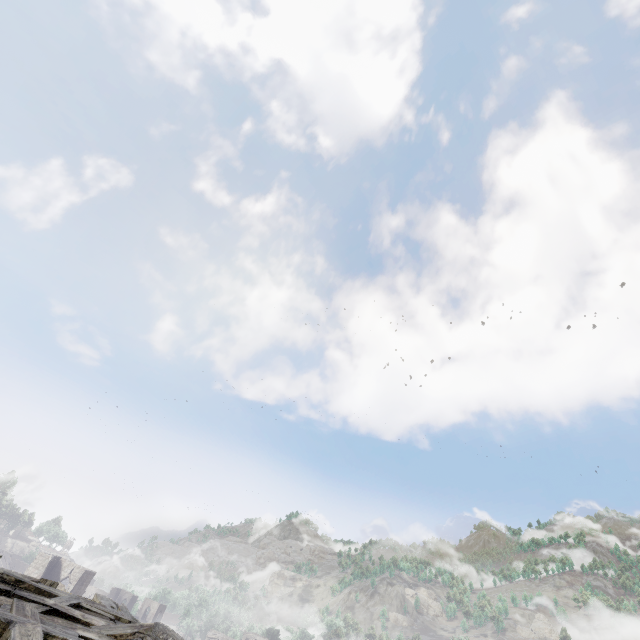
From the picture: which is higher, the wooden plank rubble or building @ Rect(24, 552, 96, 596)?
the wooden plank rubble

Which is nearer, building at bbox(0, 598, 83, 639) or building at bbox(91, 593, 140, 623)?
building at bbox(0, 598, 83, 639)

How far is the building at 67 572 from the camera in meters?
10.4

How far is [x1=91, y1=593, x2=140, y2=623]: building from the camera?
8.4 meters

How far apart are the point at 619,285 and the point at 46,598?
78.23m

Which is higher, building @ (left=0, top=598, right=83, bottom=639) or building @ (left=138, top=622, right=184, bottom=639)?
building @ (left=0, top=598, right=83, bottom=639)
